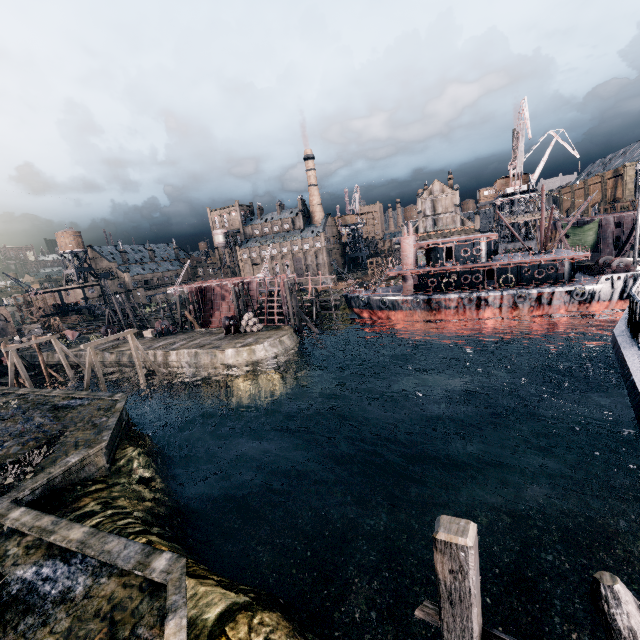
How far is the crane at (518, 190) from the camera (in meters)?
46.03

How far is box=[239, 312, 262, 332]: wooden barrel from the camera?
44.2 meters

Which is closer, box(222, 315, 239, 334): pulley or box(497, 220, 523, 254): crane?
box(222, 315, 239, 334): pulley

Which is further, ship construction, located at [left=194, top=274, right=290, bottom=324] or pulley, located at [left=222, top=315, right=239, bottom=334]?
ship construction, located at [left=194, top=274, right=290, bottom=324]

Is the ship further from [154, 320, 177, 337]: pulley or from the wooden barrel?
[154, 320, 177, 337]: pulley

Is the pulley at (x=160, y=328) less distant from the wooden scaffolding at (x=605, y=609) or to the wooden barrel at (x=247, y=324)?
the wooden barrel at (x=247, y=324)

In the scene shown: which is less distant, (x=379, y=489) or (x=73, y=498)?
(x=73, y=498)

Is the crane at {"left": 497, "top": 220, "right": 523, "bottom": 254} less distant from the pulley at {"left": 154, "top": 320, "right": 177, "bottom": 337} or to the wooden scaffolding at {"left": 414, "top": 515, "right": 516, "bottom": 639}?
the pulley at {"left": 154, "top": 320, "right": 177, "bottom": 337}
